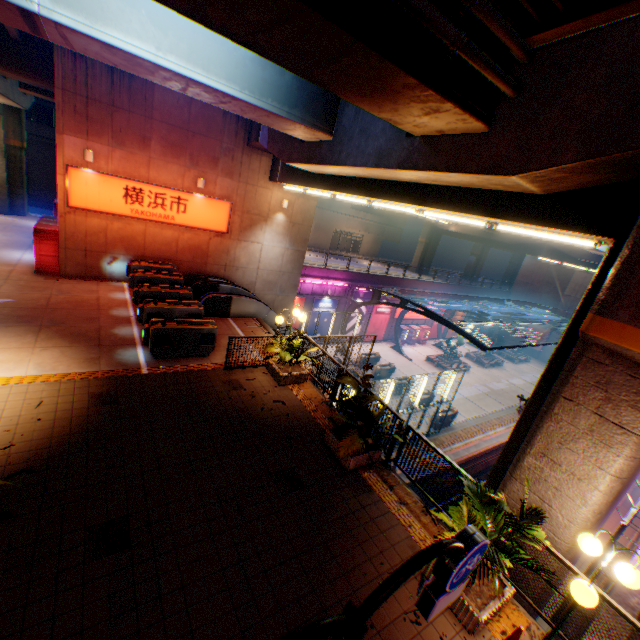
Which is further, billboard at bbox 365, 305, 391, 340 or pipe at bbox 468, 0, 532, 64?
billboard at bbox 365, 305, 391, 340

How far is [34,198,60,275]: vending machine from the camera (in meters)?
13.48

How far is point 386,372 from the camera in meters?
26.1

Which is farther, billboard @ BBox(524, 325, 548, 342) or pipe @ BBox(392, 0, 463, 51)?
billboard @ BBox(524, 325, 548, 342)

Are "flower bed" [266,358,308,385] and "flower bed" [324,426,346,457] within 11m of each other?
yes

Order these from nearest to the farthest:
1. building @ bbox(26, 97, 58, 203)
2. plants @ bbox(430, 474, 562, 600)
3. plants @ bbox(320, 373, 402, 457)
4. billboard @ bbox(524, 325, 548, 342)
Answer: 1. plants @ bbox(430, 474, 562, 600)
2. plants @ bbox(320, 373, 402, 457)
3. building @ bbox(26, 97, 58, 203)
4. billboard @ bbox(524, 325, 548, 342)

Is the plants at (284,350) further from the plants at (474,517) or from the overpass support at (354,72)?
the overpass support at (354,72)

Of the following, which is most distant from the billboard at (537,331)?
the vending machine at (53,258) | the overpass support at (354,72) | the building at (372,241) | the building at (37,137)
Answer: the building at (37,137)
